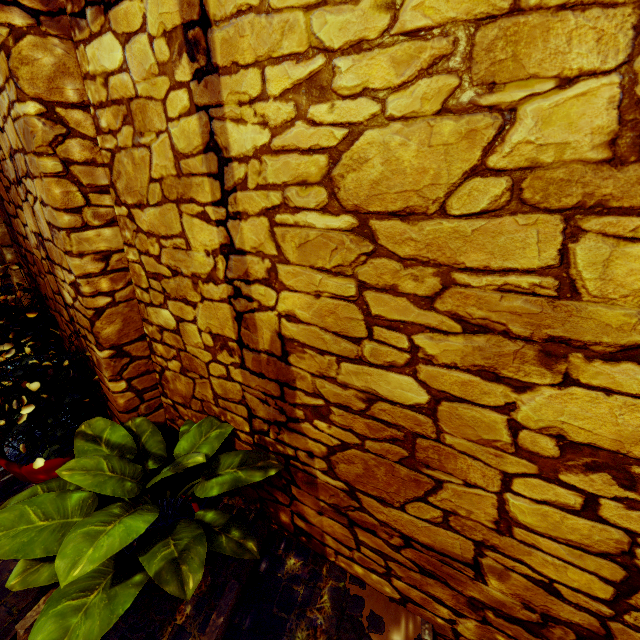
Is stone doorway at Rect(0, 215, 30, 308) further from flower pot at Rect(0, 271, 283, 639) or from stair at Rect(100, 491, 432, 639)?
flower pot at Rect(0, 271, 283, 639)

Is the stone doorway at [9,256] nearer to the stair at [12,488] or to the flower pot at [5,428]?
the stair at [12,488]

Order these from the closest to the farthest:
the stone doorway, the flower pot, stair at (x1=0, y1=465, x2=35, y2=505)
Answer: the flower pot → stair at (x1=0, y1=465, x2=35, y2=505) → the stone doorway

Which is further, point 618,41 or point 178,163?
point 178,163

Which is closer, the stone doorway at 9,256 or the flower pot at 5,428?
the flower pot at 5,428

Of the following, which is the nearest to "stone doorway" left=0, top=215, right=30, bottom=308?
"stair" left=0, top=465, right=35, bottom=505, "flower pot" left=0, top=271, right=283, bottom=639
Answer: "stair" left=0, top=465, right=35, bottom=505

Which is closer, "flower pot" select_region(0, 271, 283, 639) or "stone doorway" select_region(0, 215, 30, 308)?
"flower pot" select_region(0, 271, 283, 639)
